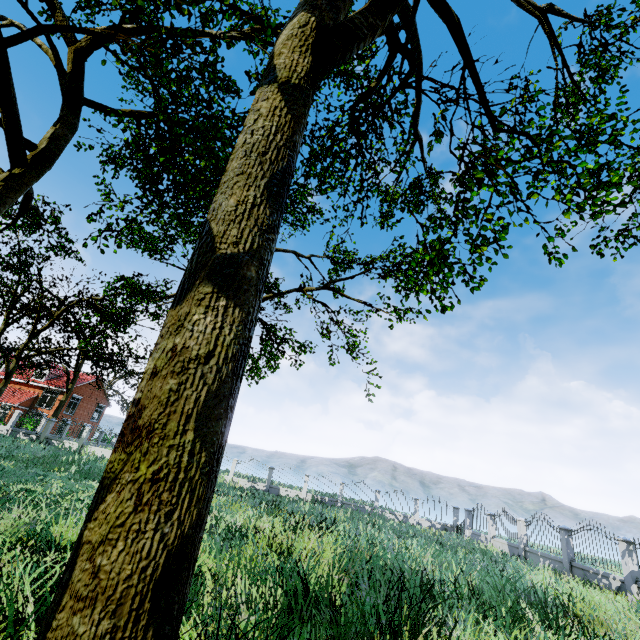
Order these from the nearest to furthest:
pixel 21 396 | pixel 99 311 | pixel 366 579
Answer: pixel 366 579, pixel 99 311, pixel 21 396

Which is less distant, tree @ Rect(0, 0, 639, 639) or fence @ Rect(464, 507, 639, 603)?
tree @ Rect(0, 0, 639, 639)

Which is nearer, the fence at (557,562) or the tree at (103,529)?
the tree at (103,529)
